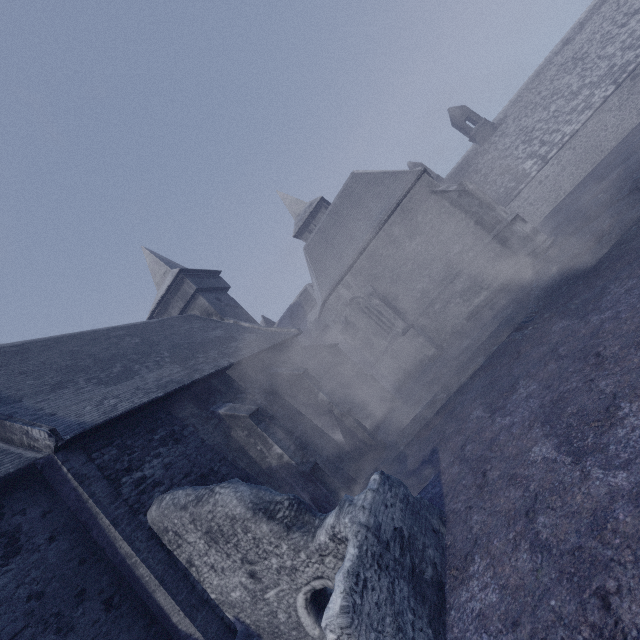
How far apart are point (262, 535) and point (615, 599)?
4.9m
